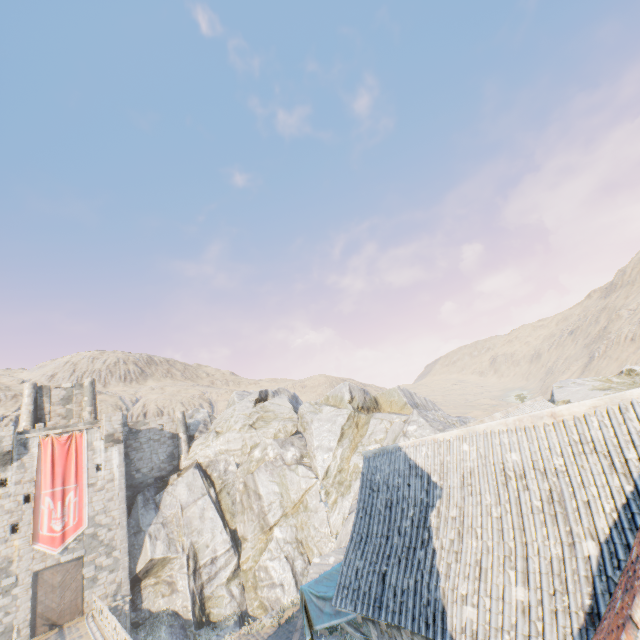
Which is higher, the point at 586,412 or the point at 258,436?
the point at 258,436

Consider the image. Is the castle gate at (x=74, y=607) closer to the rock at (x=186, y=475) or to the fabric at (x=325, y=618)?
the rock at (x=186, y=475)

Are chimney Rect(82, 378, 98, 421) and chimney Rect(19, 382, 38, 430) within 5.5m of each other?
yes

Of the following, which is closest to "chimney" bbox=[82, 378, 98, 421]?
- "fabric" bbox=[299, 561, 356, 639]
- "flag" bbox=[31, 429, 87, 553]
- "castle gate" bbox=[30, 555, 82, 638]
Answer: "flag" bbox=[31, 429, 87, 553]

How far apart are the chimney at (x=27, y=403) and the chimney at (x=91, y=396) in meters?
3.2 m

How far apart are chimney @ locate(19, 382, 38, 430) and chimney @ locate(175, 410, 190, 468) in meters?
11.9

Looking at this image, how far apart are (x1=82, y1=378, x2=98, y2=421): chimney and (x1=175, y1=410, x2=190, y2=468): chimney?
7.34m

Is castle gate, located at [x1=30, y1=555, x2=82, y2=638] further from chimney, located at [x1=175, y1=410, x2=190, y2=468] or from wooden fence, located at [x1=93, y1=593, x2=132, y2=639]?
chimney, located at [x1=175, y1=410, x2=190, y2=468]
